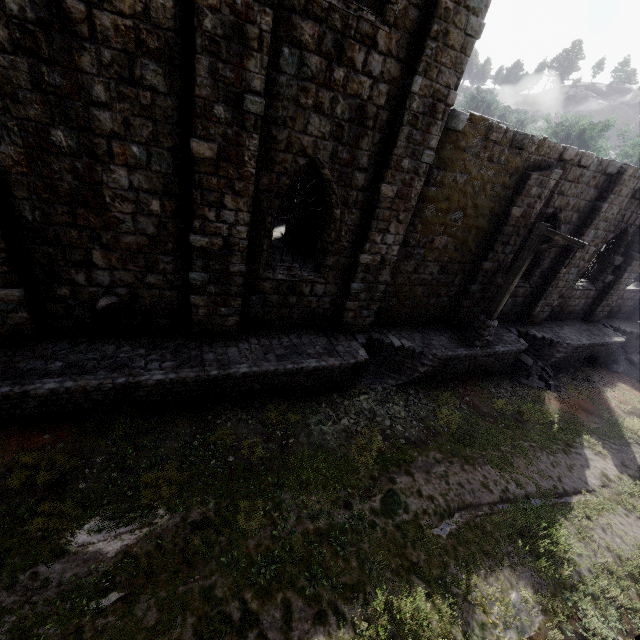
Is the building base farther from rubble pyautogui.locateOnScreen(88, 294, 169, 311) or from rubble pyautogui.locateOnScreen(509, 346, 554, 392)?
rubble pyautogui.locateOnScreen(88, 294, 169, 311)

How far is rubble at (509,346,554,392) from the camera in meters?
13.6 m

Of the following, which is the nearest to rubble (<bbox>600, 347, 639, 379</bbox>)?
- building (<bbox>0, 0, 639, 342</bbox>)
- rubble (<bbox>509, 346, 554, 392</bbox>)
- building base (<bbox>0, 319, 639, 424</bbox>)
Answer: building base (<bbox>0, 319, 639, 424</bbox>)

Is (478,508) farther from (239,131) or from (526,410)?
(239,131)

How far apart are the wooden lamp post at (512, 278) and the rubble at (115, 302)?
10.3 meters

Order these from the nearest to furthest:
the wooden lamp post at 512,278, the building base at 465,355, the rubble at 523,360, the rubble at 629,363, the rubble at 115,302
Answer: the building base at 465,355 < the rubble at 115,302 < the wooden lamp post at 512,278 < the rubble at 523,360 < the rubble at 629,363

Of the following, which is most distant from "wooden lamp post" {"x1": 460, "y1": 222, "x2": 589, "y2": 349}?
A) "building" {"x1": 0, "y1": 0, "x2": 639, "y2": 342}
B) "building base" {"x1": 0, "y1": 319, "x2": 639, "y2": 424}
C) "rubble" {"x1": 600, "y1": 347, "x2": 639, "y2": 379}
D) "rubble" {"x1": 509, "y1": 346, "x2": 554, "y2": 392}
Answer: "rubble" {"x1": 600, "y1": 347, "x2": 639, "y2": 379}
